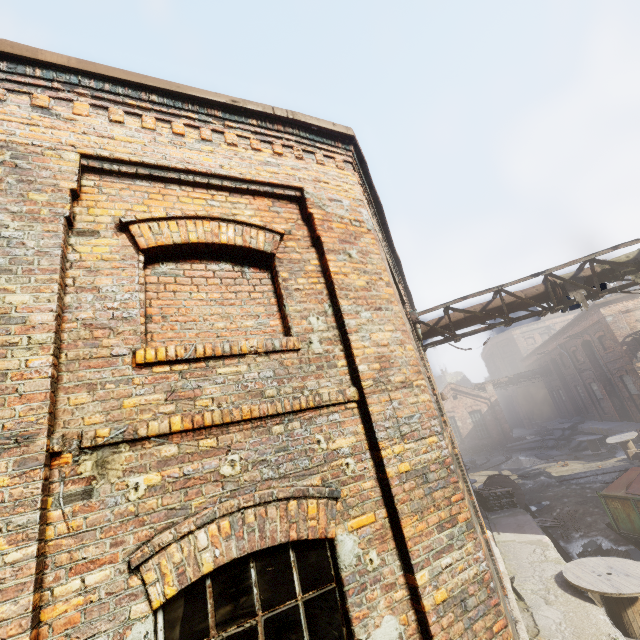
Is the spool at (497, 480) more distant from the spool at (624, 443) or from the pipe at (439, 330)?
the pipe at (439, 330)

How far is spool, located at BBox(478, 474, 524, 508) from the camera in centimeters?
1352cm

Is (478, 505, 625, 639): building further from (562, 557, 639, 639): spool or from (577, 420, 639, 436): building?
(577, 420, 639, 436): building

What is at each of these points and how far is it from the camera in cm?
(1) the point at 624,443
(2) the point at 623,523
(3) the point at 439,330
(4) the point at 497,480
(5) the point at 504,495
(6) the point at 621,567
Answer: (1) spool, 1825
(2) trash container, 901
(3) pipe, 898
(4) spool, 1403
(5) pallet, 1227
(6) spool, 642

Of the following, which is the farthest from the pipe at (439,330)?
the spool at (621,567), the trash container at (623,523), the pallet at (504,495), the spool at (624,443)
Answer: the spool at (624,443)

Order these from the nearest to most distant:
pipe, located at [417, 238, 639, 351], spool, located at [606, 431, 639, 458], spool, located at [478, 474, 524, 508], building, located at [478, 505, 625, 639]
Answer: building, located at [478, 505, 625, 639] < pipe, located at [417, 238, 639, 351] < spool, located at [478, 474, 524, 508] < spool, located at [606, 431, 639, 458]

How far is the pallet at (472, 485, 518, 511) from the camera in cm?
1190

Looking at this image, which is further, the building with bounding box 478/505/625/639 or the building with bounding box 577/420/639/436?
the building with bounding box 577/420/639/436
